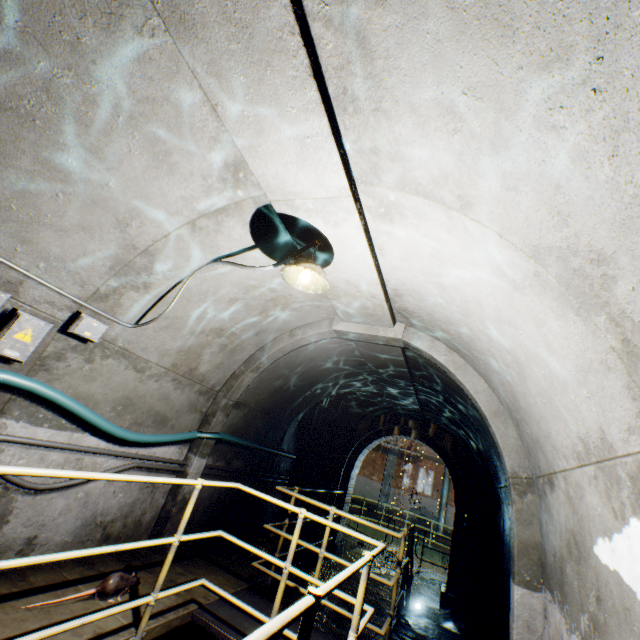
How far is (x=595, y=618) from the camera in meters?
1.9

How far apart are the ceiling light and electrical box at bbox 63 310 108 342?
1.9m

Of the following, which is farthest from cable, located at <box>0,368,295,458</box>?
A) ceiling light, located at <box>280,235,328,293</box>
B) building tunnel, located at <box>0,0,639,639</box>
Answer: ceiling light, located at <box>280,235,328,293</box>

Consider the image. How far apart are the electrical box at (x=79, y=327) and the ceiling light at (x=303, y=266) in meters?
1.9 m

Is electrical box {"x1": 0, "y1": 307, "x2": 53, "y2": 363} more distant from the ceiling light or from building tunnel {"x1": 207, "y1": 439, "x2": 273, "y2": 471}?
the ceiling light

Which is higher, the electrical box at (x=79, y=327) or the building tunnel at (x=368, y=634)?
the electrical box at (x=79, y=327)

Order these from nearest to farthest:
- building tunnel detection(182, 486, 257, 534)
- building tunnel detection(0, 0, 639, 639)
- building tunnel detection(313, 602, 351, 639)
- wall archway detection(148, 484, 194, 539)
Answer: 1. building tunnel detection(0, 0, 639, 639)
2. wall archway detection(148, 484, 194, 539)
3. building tunnel detection(182, 486, 257, 534)
4. building tunnel detection(313, 602, 351, 639)

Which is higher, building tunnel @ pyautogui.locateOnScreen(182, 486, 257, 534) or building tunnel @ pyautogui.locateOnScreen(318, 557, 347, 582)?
building tunnel @ pyautogui.locateOnScreen(182, 486, 257, 534)
